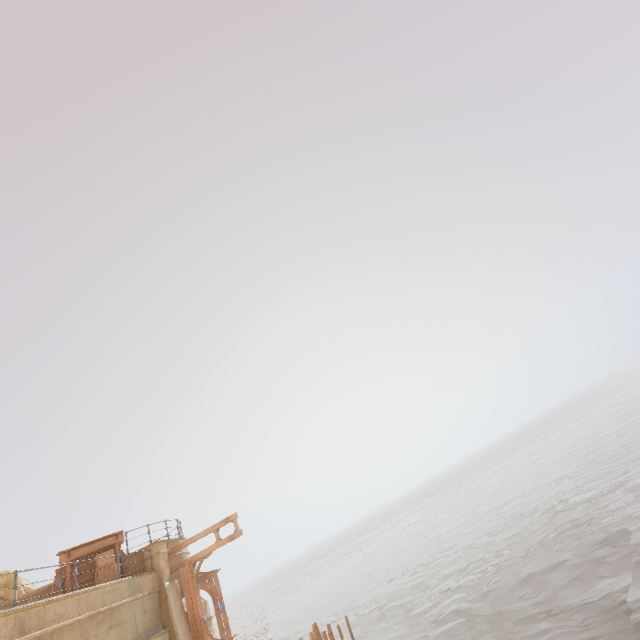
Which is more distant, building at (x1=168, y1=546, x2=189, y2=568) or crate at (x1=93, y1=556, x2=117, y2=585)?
building at (x1=168, y1=546, x2=189, y2=568)

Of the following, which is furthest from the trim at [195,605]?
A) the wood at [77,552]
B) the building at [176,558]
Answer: the wood at [77,552]

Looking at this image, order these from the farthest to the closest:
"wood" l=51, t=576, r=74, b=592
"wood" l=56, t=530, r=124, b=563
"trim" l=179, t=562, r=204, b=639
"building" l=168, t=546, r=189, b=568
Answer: "building" l=168, t=546, r=189, b=568 → "trim" l=179, t=562, r=204, b=639 → "wood" l=56, t=530, r=124, b=563 → "wood" l=51, t=576, r=74, b=592

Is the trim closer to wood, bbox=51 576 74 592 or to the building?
the building

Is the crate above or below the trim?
above

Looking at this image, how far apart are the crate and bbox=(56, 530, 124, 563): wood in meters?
0.0

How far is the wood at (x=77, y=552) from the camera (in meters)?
12.97

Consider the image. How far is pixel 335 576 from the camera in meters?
58.4
